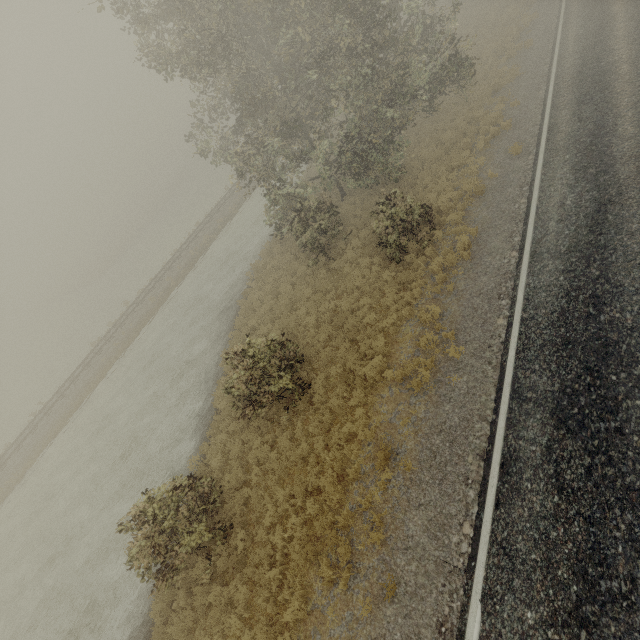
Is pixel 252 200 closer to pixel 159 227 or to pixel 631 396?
pixel 159 227
